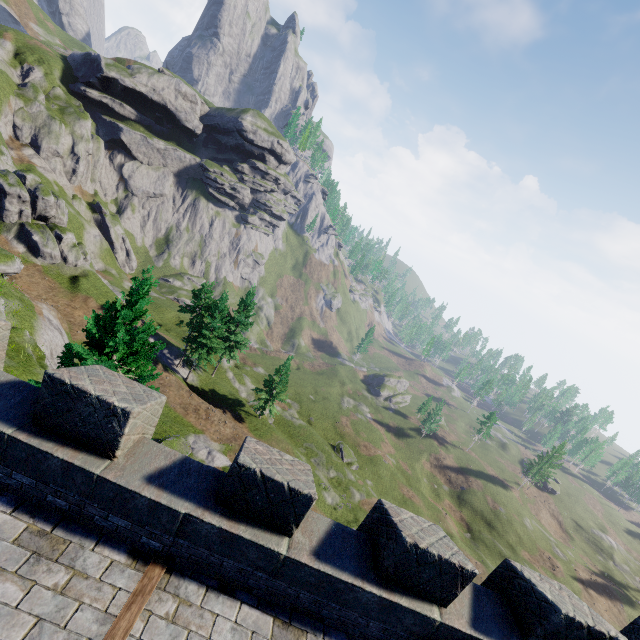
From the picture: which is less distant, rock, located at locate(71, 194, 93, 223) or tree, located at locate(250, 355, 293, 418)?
tree, located at locate(250, 355, 293, 418)

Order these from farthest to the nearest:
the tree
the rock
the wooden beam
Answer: the rock → the tree → the wooden beam

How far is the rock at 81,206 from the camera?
57.2m

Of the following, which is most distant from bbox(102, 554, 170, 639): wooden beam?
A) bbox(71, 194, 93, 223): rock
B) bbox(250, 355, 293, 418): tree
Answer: bbox(71, 194, 93, 223): rock

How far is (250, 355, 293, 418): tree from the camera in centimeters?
4150cm

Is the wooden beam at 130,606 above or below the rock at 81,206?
above

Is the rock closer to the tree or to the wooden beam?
the tree

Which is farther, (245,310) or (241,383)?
(241,383)
